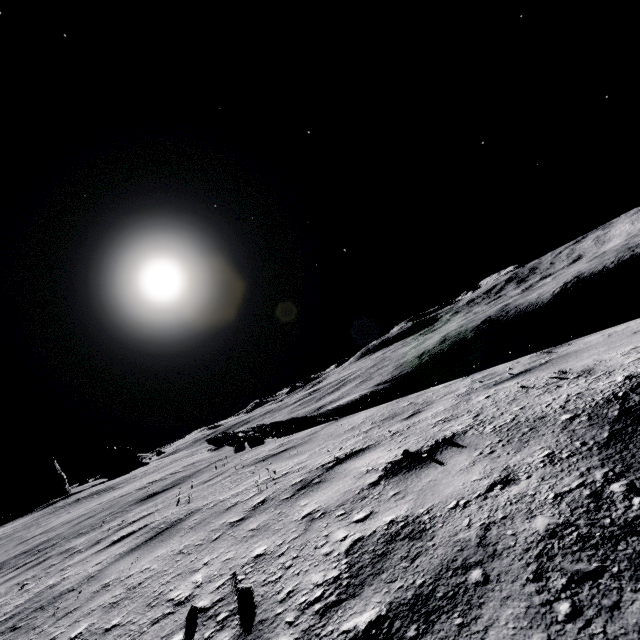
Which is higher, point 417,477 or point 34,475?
point 34,475

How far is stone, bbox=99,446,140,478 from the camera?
57.06m

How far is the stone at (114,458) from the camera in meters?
57.1

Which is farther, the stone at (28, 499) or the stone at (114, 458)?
the stone at (114, 458)

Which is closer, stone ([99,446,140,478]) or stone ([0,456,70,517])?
stone ([0,456,70,517])
